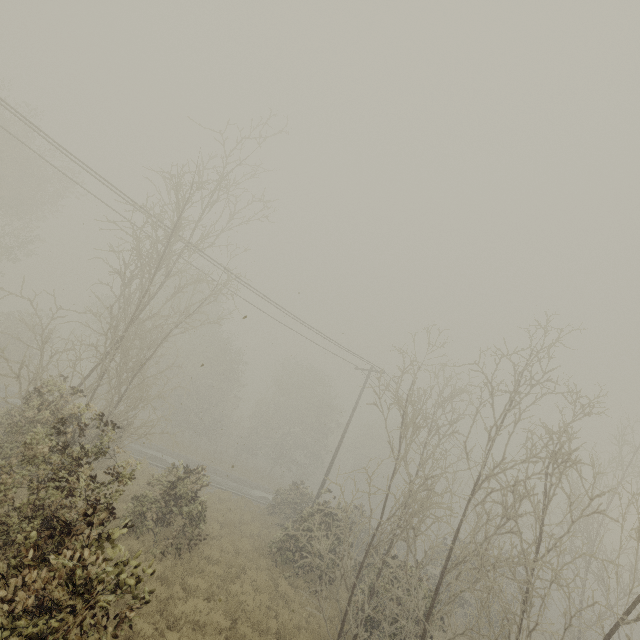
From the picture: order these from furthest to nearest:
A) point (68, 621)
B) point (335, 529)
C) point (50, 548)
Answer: point (335, 529) → point (50, 548) → point (68, 621)
